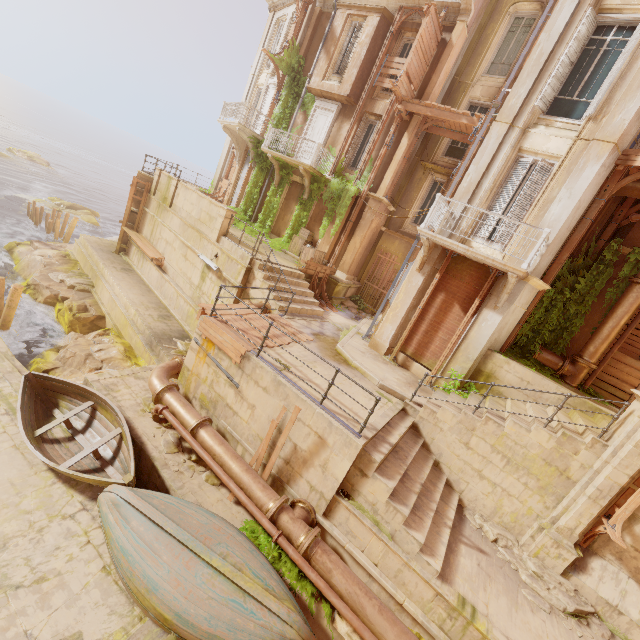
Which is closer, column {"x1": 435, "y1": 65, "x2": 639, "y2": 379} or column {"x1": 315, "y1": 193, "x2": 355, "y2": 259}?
column {"x1": 435, "y1": 65, "x2": 639, "y2": 379}

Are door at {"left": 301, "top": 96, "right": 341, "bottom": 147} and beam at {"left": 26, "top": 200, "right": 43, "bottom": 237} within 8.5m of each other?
Result: no

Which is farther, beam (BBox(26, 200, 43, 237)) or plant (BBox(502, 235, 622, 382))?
beam (BBox(26, 200, 43, 237))

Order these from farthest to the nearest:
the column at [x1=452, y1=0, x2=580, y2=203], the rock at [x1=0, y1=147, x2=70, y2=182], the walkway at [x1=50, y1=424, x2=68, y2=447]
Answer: the rock at [x1=0, y1=147, x2=70, y2=182], the column at [x1=452, y1=0, x2=580, y2=203], the walkway at [x1=50, y1=424, x2=68, y2=447]

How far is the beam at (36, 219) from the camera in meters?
25.4 m

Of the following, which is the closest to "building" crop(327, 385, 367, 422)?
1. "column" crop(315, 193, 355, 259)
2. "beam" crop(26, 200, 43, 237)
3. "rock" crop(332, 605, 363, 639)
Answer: "rock" crop(332, 605, 363, 639)

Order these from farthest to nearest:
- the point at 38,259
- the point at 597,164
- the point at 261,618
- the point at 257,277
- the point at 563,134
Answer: the point at 38,259 < the point at 257,277 < the point at 563,134 < the point at 597,164 < the point at 261,618

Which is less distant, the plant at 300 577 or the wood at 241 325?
the plant at 300 577
